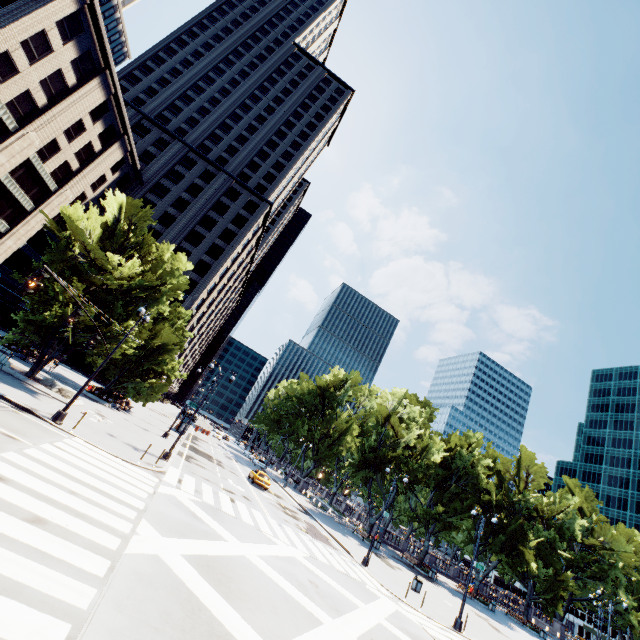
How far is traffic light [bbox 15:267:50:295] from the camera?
9.12m

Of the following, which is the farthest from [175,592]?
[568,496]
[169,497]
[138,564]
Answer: [568,496]

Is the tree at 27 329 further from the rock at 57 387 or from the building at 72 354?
the building at 72 354

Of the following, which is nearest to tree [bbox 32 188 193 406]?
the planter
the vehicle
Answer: the planter

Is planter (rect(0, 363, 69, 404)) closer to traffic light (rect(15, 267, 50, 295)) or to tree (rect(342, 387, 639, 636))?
tree (rect(342, 387, 639, 636))

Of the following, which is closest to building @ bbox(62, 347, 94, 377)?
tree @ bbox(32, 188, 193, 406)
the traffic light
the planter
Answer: tree @ bbox(32, 188, 193, 406)

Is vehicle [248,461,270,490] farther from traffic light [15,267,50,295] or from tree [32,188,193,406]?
traffic light [15,267,50,295]

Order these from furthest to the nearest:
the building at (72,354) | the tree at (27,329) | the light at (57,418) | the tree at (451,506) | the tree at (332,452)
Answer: the tree at (332,452) → the building at (72,354) → the tree at (451,506) → the tree at (27,329) → the light at (57,418)
